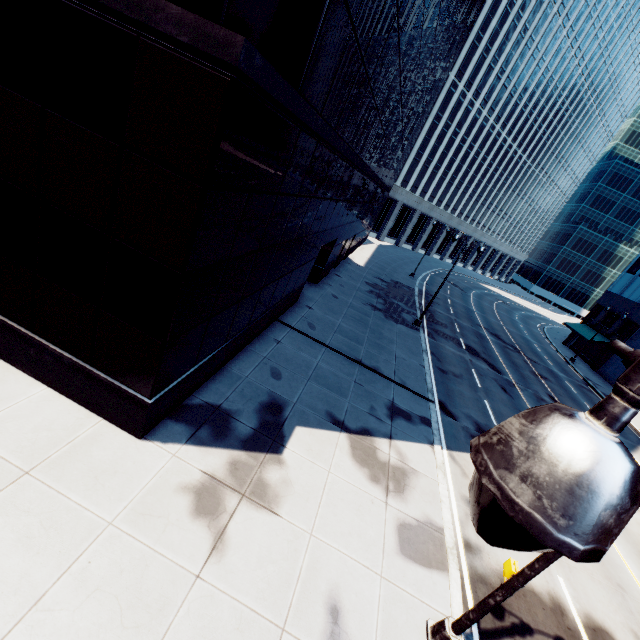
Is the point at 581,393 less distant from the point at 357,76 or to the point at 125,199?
the point at 357,76

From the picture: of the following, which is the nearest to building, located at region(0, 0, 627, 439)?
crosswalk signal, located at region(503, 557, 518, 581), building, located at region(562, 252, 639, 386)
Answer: crosswalk signal, located at region(503, 557, 518, 581)

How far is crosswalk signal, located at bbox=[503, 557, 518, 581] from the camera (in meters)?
6.13

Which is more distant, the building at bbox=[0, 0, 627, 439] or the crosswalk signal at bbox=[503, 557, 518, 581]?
the crosswalk signal at bbox=[503, 557, 518, 581]

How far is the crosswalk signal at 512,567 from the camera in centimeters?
613cm

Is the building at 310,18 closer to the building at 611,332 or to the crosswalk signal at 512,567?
the crosswalk signal at 512,567

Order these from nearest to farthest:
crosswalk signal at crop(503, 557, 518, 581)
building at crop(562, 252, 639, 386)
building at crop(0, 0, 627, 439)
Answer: building at crop(0, 0, 627, 439)
crosswalk signal at crop(503, 557, 518, 581)
building at crop(562, 252, 639, 386)
